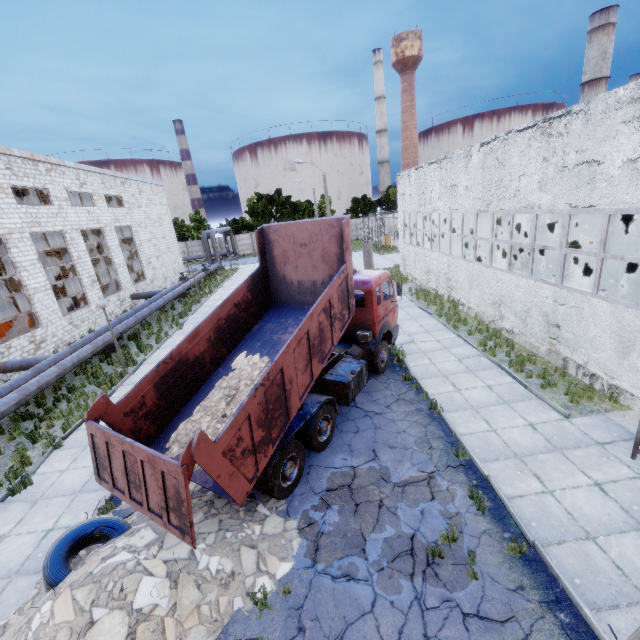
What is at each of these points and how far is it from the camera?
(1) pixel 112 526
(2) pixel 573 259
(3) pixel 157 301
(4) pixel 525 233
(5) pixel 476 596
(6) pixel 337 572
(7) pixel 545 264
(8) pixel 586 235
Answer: (1) wire roll, 6.5m
(2) power box, 18.7m
(3) pipe, 23.4m
(4) boiler tank, 21.1m
(5) asphalt debris, 5.1m
(6) asphalt debris, 5.7m
(7) boiler tank, 19.8m
(8) boiler tank, 19.0m

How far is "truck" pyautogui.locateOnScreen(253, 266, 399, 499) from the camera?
7.0 meters

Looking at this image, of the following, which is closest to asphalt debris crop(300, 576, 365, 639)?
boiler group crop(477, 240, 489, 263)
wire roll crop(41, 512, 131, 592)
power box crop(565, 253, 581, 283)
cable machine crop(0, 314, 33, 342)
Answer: wire roll crop(41, 512, 131, 592)

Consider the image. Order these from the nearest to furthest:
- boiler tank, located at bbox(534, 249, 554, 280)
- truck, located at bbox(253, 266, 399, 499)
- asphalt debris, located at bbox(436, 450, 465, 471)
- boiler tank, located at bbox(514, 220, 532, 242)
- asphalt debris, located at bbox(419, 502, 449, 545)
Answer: asphalt debris, located at bbox(419, 502, 449, 545) < truck, located at bbox(253, 266, 399, 499) < asphalt debris, located at bbox(436, 450, 465, 471) < boiler tank, located at bbox(534, 249, 554, 280) < boiler tank, located at bbox(514, 220, 532, 242)

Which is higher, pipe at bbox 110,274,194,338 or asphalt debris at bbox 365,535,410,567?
pipe at bbox 110,274,194,338

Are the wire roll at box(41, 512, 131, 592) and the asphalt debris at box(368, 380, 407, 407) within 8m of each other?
yes

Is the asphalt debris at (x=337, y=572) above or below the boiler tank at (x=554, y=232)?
below

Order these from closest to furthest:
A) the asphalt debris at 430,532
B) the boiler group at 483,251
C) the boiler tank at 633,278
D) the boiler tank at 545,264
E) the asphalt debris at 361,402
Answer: the asphalt debris at 430,532
the asphalt debris at 361,402
the boiler tank at 633,278
the boiler tank at 545,264
the boiler group at 483,251
